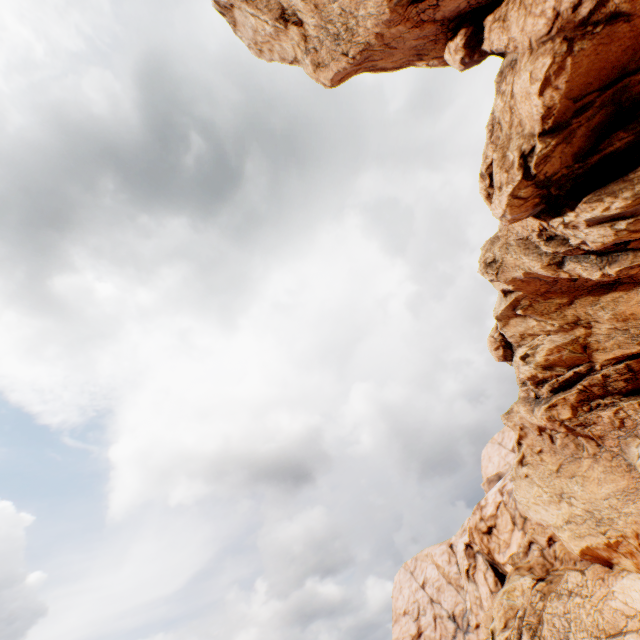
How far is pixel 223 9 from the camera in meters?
19.5
